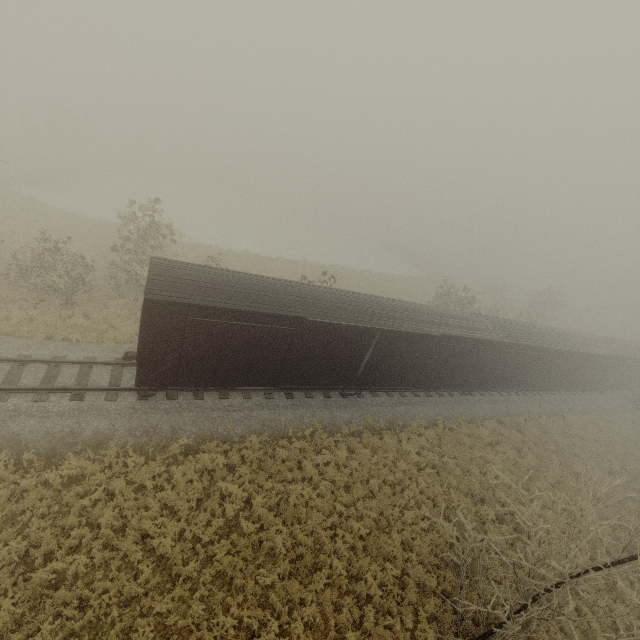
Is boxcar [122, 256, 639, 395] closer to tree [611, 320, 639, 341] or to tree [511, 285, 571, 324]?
tree [511, 285, 571, 324]

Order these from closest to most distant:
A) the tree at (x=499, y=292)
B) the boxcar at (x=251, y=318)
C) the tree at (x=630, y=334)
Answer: the boxcar at (x=251, y=318) < the tree at (x=499, y=292) < the tree at (x=630, y=334)

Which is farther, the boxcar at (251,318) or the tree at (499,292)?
the tree at (499,292)

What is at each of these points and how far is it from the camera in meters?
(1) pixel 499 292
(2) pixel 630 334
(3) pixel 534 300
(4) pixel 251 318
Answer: (1) tree, 51.1
(2) tree, 54.7
(3) tree, 41.3
(4) boxcar, 11.7

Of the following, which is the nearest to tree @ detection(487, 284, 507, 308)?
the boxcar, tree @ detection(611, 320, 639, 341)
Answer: the boxcar

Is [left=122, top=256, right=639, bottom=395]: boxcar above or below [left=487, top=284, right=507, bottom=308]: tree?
above

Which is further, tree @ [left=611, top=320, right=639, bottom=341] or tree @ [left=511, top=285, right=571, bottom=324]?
tree @ [left=611, top=320, right=639, bottom=341]
